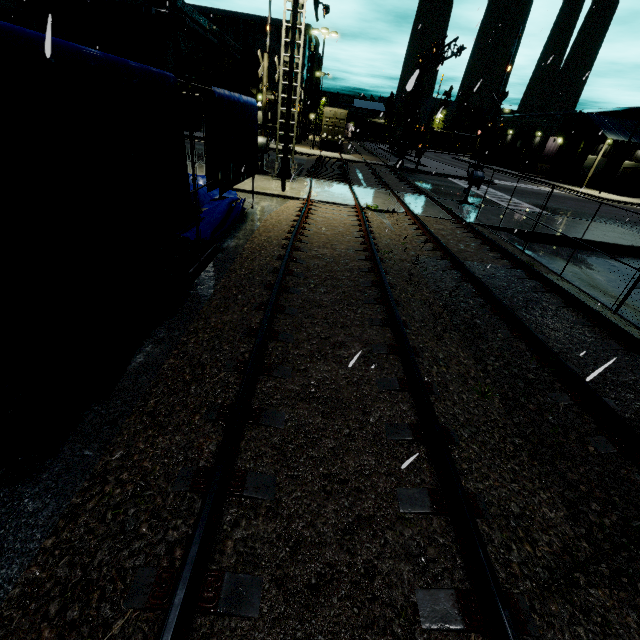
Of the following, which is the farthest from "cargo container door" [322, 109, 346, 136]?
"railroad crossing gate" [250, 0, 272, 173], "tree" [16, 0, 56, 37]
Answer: "railroad crossing gate" [250, 0, 272, 173]

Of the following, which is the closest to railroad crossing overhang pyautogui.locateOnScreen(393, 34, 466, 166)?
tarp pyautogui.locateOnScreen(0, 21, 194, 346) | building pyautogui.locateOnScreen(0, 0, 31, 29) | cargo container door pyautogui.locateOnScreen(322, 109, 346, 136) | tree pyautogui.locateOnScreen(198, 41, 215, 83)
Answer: cargo container door pyautogui.locateOnScreen(322, 109, 346, 136)

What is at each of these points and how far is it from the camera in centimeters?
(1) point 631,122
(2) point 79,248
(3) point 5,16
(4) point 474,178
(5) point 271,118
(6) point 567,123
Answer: (1) building, 3959cm
(2) tarp, 302cm
(3) building, 3011cm
(4) railroad crossing gate, 1652cm
(5) building, 4506cm
(6) tree, 4247cm

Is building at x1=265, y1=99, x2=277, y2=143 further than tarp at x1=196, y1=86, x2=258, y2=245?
Yes

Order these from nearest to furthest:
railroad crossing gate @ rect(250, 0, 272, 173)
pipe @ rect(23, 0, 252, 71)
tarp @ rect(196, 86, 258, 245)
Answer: tarp @ rect(196, 86, 258, 245) < railroad crossing gate @ rect(250, 0, 272, 173) < pipe @ rect(23, 0, 252, 71)

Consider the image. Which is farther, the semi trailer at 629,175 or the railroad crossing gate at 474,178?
the semi trailer at 629,175

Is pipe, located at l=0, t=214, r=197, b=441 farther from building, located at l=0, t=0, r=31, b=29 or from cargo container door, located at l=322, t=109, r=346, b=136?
cargo container door, located at l=322, t=109, r=346, b=136

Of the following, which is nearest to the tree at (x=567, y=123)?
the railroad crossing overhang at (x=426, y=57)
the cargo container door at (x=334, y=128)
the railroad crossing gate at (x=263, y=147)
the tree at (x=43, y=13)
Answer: the cargo container door at (x=334, y=128)
